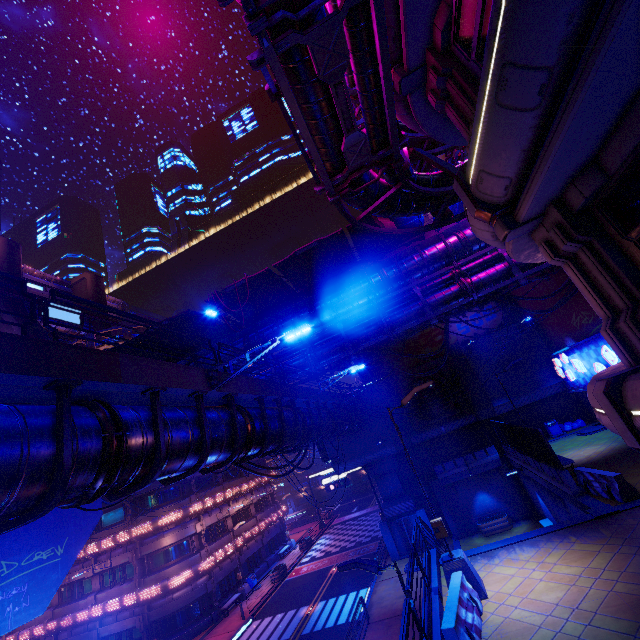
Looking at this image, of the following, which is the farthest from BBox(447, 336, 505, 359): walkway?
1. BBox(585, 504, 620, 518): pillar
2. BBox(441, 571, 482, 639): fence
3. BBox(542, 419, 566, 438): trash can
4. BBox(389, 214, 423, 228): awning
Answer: BBox(585, 504, 620, 518): pillar

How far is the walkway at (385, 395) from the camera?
29.02m

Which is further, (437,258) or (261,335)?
(261,335)

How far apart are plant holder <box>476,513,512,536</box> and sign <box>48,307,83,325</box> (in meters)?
65.46

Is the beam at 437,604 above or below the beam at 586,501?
above

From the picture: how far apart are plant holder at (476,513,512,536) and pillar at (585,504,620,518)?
13.7 meters

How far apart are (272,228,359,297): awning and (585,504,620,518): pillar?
14.79m

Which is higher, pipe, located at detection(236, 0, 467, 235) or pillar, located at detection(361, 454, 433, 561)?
pipe, located at detection(236, 0, 467, 235)
